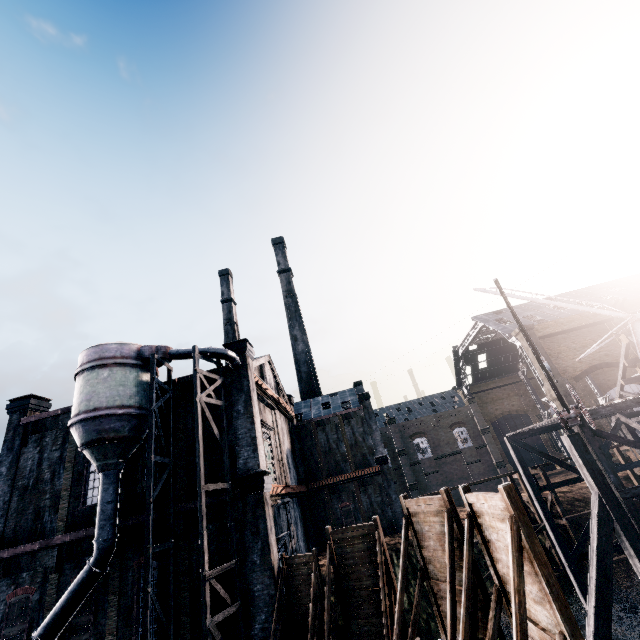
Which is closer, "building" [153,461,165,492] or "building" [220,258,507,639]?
"building" [220,258,507,639]

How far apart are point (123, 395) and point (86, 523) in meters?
8.1

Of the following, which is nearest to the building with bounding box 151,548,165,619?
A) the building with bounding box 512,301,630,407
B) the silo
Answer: the silo

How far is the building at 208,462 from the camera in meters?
19.0

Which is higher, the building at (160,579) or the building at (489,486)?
the building at (160,579)

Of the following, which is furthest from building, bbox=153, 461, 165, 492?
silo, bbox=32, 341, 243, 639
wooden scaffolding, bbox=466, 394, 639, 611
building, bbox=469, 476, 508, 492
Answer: building, bbox=469, 476, 508, 492

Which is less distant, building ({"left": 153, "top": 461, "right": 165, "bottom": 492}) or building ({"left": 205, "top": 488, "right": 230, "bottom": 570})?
building ({"left": 205, "top": 488, "right": 230, "bottom": 570})

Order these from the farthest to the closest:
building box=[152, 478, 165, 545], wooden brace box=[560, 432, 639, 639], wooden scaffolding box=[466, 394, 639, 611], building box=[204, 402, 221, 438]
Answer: building box=[204, 402, 221, 438], building box=[152, 478, 165, 545], wooden scaffolding box=[466, 394, 639, 611], wooden brace box=[560, 432, 639, 639]
